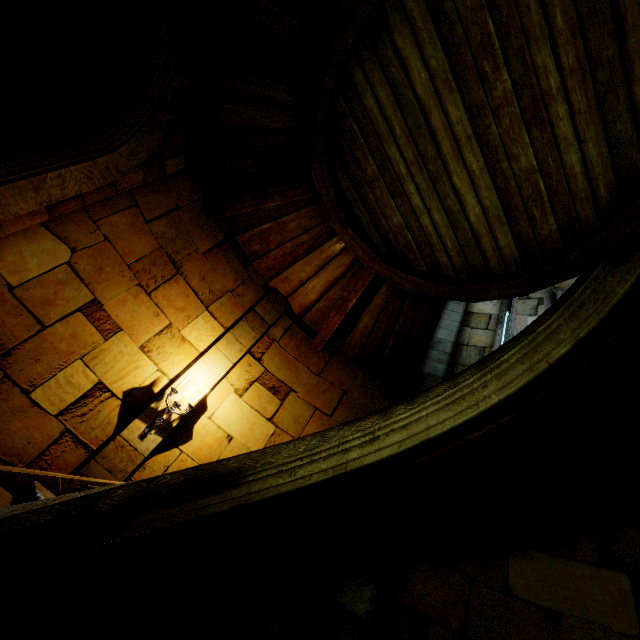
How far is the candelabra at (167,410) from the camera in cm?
442

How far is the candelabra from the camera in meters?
4.4 m

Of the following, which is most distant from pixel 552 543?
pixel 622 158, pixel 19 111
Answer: pixel 19 111
